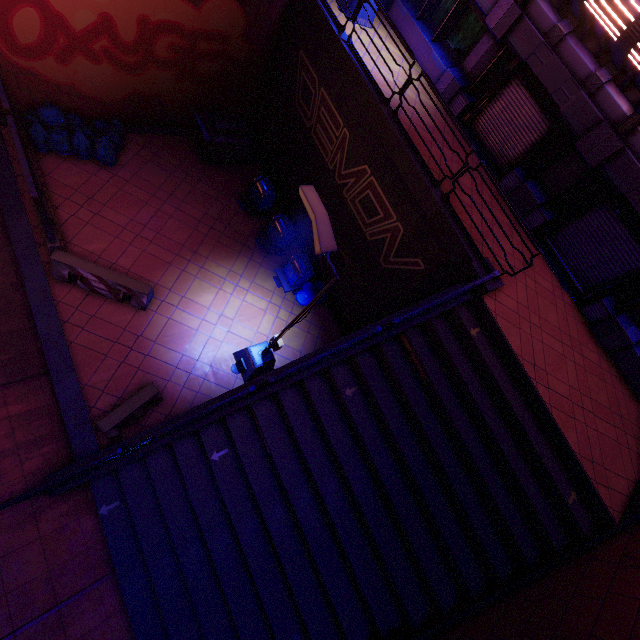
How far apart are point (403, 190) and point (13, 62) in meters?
11.7 m

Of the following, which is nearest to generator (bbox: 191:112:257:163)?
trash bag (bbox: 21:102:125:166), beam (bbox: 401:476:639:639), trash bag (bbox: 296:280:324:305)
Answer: trash bag (bbox: 21:102:125:166)

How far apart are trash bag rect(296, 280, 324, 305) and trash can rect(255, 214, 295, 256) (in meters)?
1.53

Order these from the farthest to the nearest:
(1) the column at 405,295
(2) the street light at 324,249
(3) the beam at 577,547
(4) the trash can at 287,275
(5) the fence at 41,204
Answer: (4) the trash can at 287,275
(1) the column at 405,295
(5) the fence at 41,204
(3) the beam at 577,547
(2) the street light at 324,249

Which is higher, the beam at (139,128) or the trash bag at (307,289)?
the trash bag at (307,289)

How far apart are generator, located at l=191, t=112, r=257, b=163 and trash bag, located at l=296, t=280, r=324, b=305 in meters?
5.8

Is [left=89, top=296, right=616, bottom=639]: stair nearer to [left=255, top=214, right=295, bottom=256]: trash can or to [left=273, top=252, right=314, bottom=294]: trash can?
[left=273, top=252, right=314, bottom=294]: trash can

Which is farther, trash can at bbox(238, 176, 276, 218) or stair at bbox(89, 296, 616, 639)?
trash can at bbox(238, 176, 276, 218)
